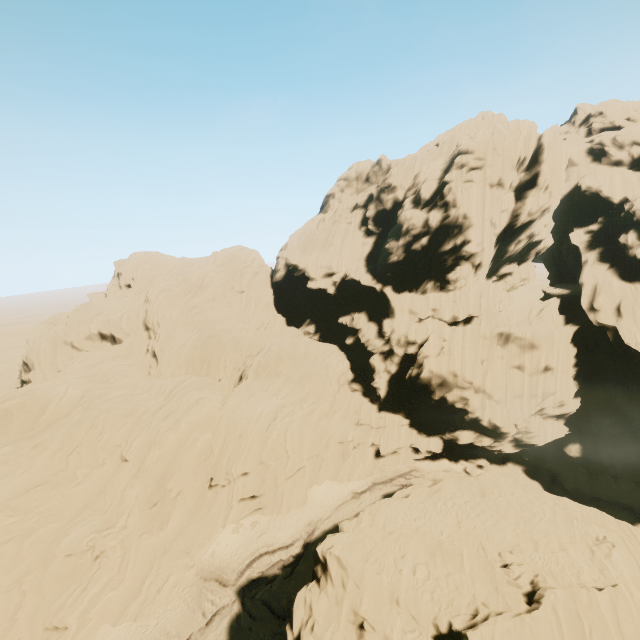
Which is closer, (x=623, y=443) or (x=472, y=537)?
(x=472, y=537)
